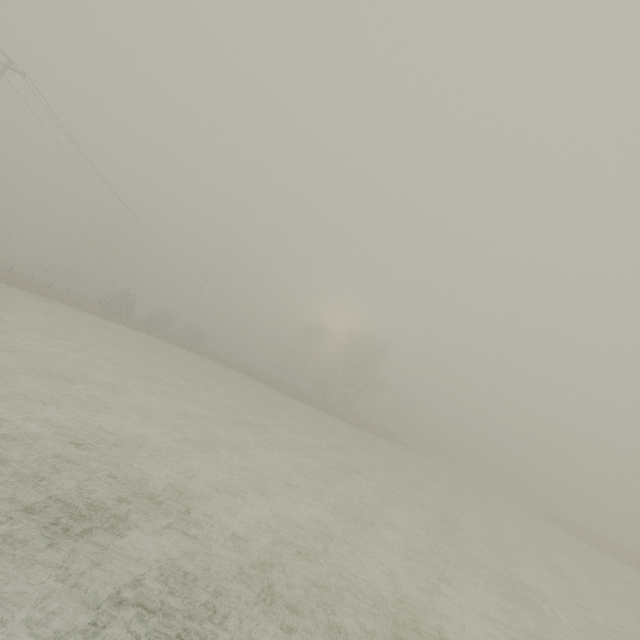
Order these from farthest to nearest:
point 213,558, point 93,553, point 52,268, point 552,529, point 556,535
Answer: → point 52,268 < point 552,529 < point 556,535 < point 213,558 < point 93,553

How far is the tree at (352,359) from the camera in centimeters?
5150cm

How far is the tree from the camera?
51.50m
